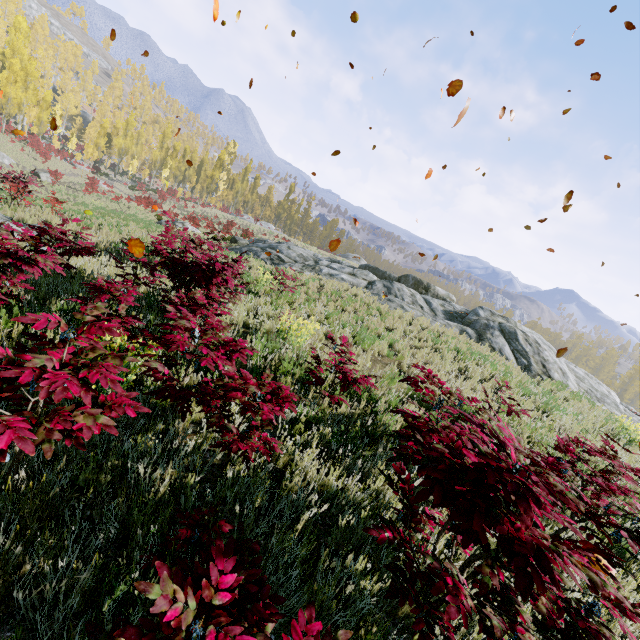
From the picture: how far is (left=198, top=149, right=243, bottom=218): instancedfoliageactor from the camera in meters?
52.9

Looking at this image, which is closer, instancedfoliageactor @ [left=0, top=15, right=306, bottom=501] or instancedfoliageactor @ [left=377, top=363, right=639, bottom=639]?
instancedfoliageactor @ [left=377, top=363, right=639, bottom=639]

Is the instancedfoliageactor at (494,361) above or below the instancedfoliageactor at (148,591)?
above

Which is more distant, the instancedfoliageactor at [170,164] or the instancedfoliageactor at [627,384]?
the instancedfoliageactor at [627,384]

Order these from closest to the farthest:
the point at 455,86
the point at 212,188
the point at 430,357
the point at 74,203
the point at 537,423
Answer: the point at 455,86 < the point at 537,423 < the point at 430,357 < the point at 74,203 < the point at 212,188

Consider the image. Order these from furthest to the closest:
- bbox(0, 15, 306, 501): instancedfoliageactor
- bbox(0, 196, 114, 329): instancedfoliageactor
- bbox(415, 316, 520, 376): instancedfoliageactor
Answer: bbox(415, 316, 520, 376): instancedfoliageactor < bbox(0, 196, 114, 329): instancedfoliageactor < bbox(0, 15, 306, 501): instancedfoliageactor
